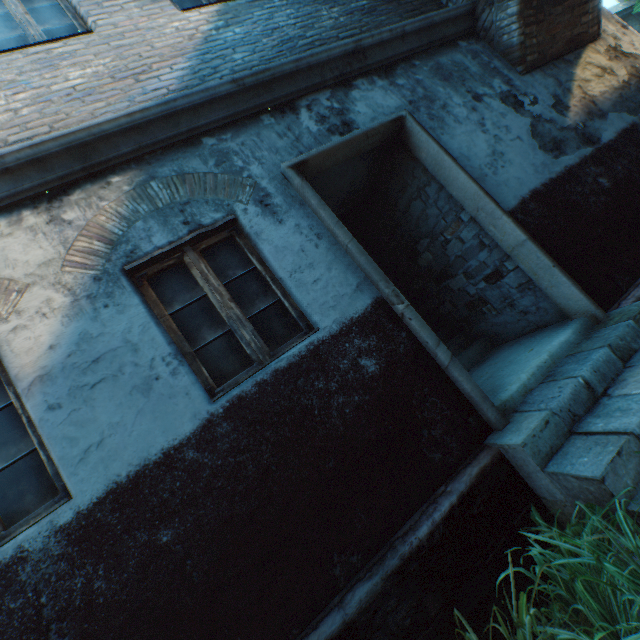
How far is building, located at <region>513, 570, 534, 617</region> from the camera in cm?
208

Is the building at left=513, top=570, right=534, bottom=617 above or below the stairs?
below

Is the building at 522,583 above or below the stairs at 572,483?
below

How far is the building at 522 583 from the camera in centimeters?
208cm

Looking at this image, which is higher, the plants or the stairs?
the stairs

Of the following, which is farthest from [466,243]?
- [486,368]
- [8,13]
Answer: [8,13]

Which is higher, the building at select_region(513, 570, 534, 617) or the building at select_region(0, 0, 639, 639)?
the building at select_region(0, 0, 639, 639)
